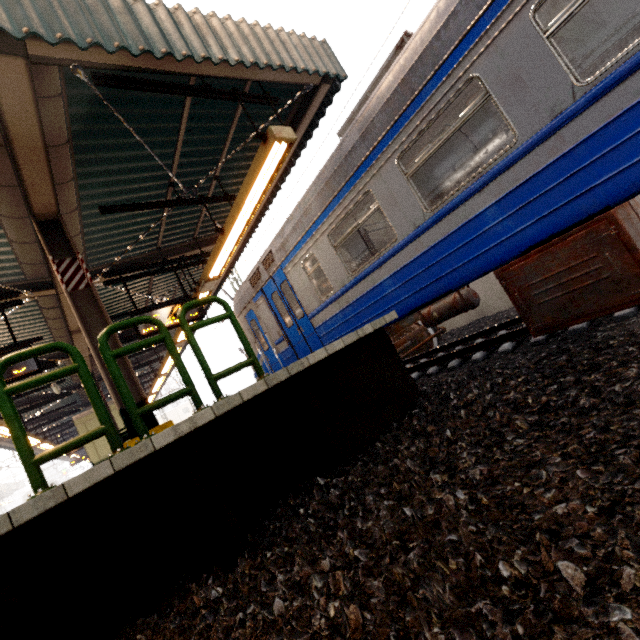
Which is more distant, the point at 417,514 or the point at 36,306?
the point at 36,306

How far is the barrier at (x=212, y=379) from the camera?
3.1m

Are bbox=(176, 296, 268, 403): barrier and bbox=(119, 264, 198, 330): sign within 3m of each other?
no

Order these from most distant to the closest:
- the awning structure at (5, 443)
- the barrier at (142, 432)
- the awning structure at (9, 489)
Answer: the awning structure at (9, 489) → the awning structure at (5, 443) → the barrier at (142, 432)

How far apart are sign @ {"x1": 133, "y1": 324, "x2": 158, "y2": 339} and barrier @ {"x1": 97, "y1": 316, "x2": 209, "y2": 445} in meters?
4.3

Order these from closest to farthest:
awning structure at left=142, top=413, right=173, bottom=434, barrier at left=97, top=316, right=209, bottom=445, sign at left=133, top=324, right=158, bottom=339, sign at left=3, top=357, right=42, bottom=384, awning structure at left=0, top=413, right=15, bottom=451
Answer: barrier at left=97, top=316, right=209, bottom=445 < awning structure at left=142, top=413, right=173, bottom=434 < sign at left=3, top=357, right=42, bottom=384 < sign at left=133, top=324, right=158, bottom=339 < awning structure at left=0, top=413, right=15, bottom=451

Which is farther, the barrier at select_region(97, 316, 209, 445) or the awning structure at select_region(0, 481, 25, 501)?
the awning structure at select_region(0, 481, 25, 501)

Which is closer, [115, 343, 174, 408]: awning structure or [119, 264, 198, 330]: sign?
[115, 343, 174, 408]: awning structure
